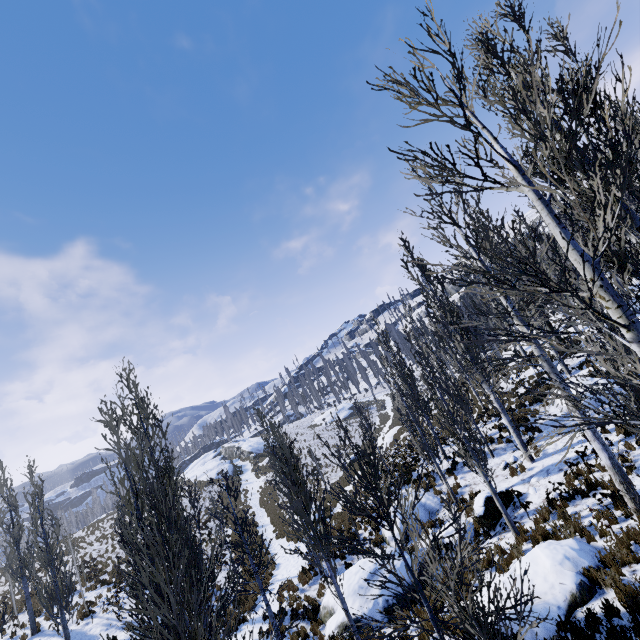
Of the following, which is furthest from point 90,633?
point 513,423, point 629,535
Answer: point 513,423

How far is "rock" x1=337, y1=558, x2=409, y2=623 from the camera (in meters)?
10.24

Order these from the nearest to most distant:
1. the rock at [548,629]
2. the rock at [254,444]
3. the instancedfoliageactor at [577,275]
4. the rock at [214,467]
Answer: → the instancedfoliageactor at [577,275] → the rock at [548,629] → the rock at [214,467] → the rock at [254,444]

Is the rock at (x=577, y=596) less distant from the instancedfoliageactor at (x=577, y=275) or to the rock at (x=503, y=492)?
the instancedfoliageactor at (x=577, y=275)

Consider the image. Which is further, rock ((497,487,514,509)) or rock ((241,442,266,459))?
rock ((241,442,266,459))

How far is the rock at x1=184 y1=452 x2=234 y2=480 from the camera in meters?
47.9 m

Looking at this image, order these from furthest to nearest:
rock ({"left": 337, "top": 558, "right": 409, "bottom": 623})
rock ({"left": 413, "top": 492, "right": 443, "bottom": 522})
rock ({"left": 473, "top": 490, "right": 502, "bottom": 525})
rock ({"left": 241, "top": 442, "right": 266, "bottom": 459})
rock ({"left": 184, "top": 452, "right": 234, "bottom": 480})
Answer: rock ({"left": 241, "top": 442, "right": 266, "bottom": 459}) → rock ({"left": 184, "top": 452, "right": 234, "bottom": 480}) → rock ({"left": 413, "top": 492, "right": 443, "bottom": 522}) → rock ({"left": 473, "top": 490, "right": 502, "bottom": 525}) → rock ({"left": 337, "top": 558, "right": 409, "bottom": 623})

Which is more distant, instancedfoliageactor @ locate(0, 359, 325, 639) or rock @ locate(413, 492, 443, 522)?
Answer: rock @ locate(413, 492, 443, 522)
